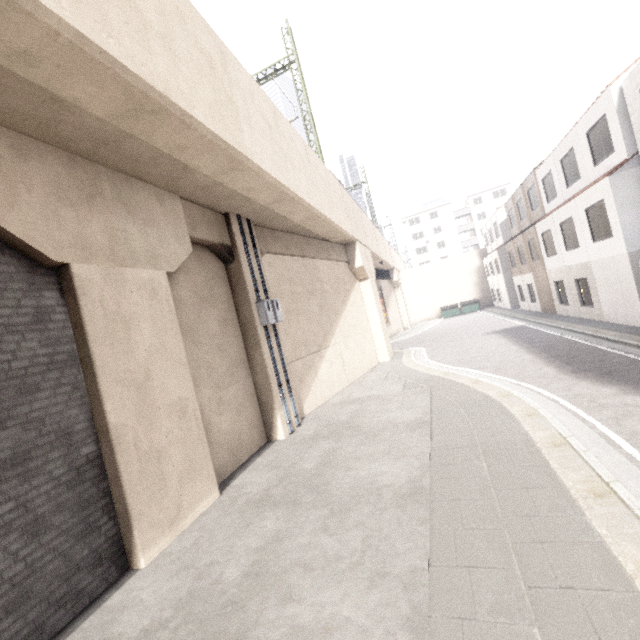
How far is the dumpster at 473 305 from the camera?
37.88m

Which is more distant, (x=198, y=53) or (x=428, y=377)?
(x=428, y=377)

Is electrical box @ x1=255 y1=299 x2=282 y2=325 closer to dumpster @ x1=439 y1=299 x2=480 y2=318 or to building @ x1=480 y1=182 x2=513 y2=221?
building @ x1=480 y1=182 x2=513 y2=221

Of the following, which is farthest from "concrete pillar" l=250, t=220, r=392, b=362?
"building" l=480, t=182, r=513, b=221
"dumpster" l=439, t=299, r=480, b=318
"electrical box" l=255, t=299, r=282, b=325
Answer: "dumpster" l=439, t=299, r=480, b=318

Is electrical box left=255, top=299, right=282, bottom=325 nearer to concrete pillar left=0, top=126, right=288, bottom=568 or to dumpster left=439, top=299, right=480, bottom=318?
concrete pillar left=0, top=126, right=288, bottom=568

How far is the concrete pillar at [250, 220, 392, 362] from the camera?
11.59m

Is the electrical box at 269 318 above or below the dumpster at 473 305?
above

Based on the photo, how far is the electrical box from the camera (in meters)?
9.70
